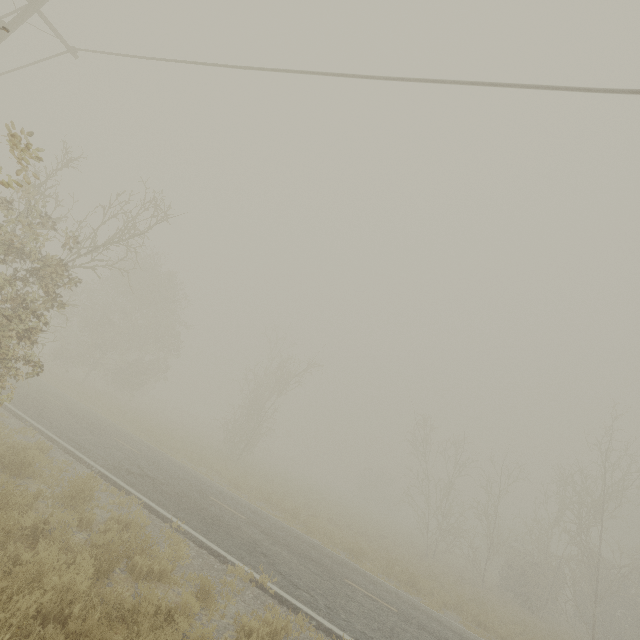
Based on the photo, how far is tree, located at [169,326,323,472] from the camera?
28.4 meters

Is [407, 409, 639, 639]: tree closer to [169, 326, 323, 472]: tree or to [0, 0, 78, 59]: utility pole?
[169, 326, 323, 472]: tree

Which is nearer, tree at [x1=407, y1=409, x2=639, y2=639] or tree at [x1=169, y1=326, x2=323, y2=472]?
tree at [x1=407, y1=409, x2=639, y2=639]

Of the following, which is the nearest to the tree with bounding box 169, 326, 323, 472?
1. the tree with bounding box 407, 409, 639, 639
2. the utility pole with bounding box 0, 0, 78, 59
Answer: the tree with bounding box 407, 409, 639, 639

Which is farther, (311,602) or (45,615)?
(311,602)

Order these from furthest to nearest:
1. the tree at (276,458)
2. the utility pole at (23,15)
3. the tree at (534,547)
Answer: the tree at (276,458) < the tree at (534,547) < the utility pole at (23,15)

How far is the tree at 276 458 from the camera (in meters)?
28.42
